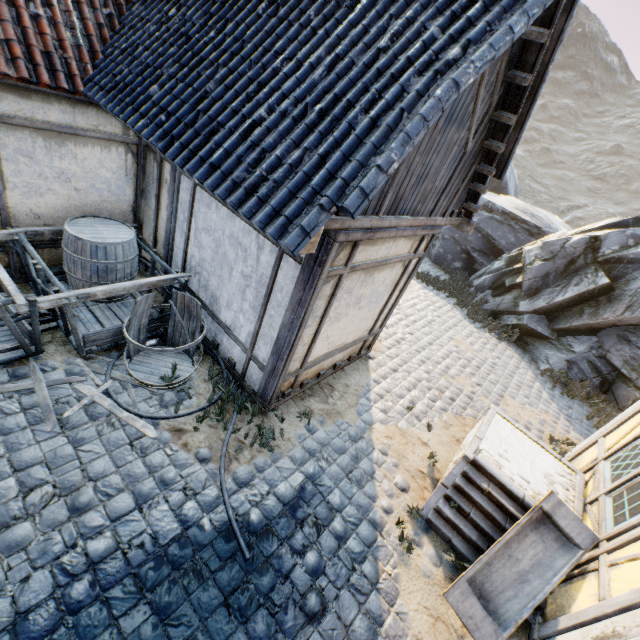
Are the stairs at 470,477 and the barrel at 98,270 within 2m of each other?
no

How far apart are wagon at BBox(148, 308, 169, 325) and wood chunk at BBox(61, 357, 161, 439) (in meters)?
0.07

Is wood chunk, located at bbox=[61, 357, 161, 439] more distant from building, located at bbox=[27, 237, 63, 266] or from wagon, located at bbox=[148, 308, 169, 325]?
building, located at bbox=[27, 237, 63, 266]

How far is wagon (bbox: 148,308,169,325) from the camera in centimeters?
508cm

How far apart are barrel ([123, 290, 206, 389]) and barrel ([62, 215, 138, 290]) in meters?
1.0

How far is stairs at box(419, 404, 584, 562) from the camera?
4.21m

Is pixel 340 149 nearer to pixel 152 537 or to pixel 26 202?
pixel 152 537

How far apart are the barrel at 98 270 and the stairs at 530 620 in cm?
566
